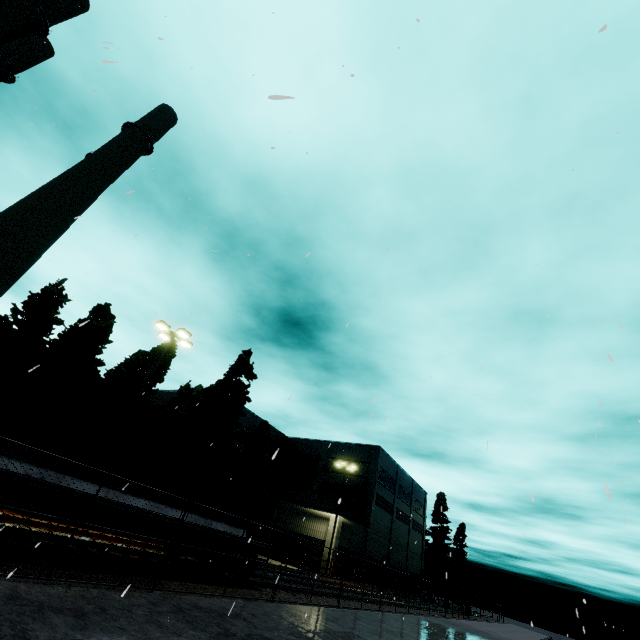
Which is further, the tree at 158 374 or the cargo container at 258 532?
the tree at 158 374

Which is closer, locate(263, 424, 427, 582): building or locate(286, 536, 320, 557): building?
locate(286, 536, 320, 557): building

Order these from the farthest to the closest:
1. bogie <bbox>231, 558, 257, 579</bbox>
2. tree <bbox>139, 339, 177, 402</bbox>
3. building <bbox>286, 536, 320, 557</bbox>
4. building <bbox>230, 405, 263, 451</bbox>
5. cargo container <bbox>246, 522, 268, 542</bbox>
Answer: building <bbox>230, 405, 263, 451</bbox>
building <bbox>286, 536, 320, 557</bbox>
tree <bbox>139, 339, 177, 402</bbox>
cargo container <bbox>246, 522, 268, 542</bbox>
bogie <bbox>231, 558, 257, 579</bbox>

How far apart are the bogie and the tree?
23.5m

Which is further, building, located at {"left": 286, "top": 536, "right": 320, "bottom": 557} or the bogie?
building, located at {"left": 286, "top": 536, "right": 320, "bottom": 557}

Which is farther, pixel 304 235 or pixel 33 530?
pixel 33 530

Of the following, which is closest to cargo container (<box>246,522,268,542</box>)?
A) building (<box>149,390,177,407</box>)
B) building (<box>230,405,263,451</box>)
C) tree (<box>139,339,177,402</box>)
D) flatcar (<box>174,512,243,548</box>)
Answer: flatcar (<box>174,512,243,548</box>)

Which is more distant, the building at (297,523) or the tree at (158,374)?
the building at (297,523)
